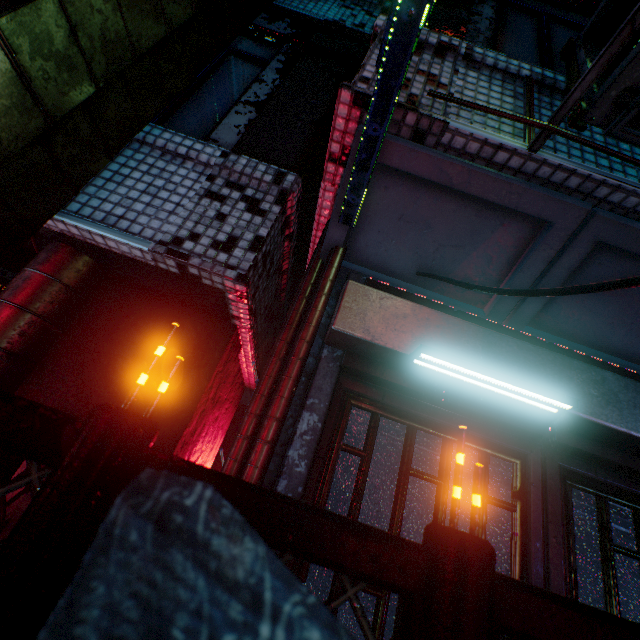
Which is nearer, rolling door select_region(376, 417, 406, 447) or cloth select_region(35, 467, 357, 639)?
cloth select_region(35, 467, 357, 639)

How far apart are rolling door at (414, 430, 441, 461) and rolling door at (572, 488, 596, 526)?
0.27m

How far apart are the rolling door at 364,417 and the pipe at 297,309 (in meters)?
0.36

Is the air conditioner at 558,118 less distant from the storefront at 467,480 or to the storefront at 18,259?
the storefront at 467,480

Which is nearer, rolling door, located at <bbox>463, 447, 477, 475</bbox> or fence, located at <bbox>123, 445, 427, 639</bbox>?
fence, located at <bbox>123, 445, 427, 639</bbox>

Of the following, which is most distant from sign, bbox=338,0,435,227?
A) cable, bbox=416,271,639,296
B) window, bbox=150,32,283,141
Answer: window, bbox=150,32,283,141

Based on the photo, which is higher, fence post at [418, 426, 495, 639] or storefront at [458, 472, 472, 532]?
storefront at [458, 472, 472, 532]

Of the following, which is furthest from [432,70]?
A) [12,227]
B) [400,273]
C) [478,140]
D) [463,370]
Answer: [12,227]
